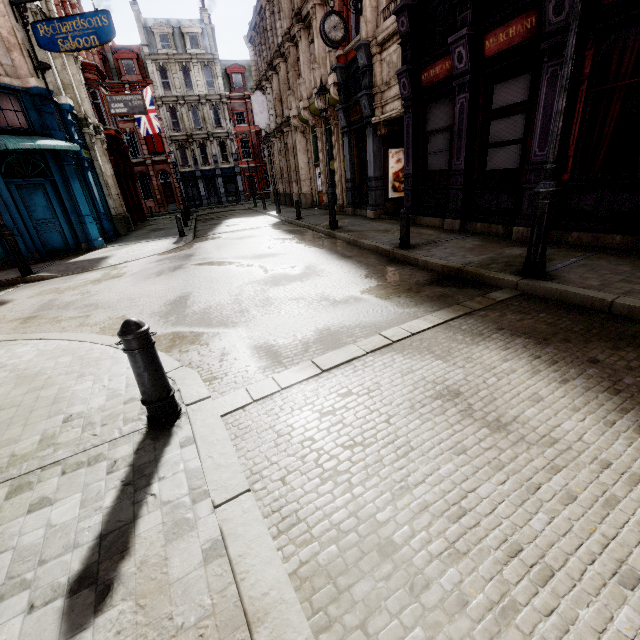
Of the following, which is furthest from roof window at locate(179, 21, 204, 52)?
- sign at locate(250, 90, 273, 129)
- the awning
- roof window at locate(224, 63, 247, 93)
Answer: the awning

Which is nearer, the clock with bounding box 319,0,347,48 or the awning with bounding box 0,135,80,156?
the awning with bounding box 0,135,80,156

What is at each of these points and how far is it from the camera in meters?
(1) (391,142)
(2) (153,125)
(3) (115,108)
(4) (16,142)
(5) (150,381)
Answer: (1) tunnel, 13.4
(2) flag, 25.3
(3) sign, 18.7
(4) awning, 10.9
(5) post, 2.7

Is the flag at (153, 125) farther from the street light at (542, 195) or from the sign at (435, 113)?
the street light at (542, 195)

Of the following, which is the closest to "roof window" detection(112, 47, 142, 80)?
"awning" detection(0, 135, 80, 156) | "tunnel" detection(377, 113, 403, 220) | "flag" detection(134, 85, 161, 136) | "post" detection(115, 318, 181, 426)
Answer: "flag" detection(134, 85, 161, 136)

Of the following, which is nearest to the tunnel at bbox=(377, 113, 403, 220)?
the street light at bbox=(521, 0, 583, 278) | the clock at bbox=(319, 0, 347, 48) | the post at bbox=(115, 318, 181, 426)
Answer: the clock at bbox=(319, 0, 347, 48)

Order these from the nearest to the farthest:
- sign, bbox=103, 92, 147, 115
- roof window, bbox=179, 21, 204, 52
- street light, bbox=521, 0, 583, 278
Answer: street light, bbox=521, 0, 583, 278 < sign, bbox=103, 92, 147, 115 < roof window, bbox=179, 21, 204, 52

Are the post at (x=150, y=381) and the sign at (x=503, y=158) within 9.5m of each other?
yes
